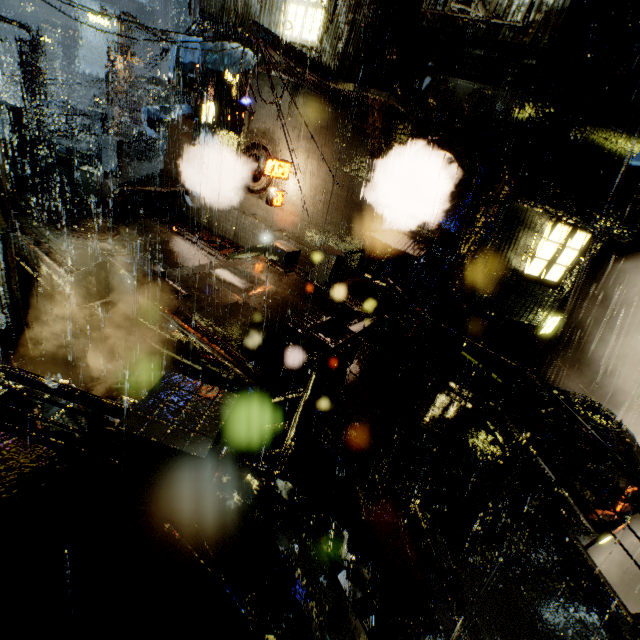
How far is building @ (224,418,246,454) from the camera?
8.88m

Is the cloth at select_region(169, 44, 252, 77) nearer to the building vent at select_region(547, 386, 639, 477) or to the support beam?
the support beam

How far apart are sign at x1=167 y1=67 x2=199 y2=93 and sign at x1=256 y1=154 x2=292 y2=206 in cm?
682

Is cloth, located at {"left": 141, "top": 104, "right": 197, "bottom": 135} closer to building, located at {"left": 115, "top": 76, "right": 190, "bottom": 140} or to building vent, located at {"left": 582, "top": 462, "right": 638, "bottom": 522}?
building, located at {"left": 115, "top": 76, "right": 190, "bottom": 140}

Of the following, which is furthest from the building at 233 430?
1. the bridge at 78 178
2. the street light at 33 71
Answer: the street light at 33 71

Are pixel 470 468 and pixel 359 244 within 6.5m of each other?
no

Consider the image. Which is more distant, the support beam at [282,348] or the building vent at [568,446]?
the building vent at [568,446]

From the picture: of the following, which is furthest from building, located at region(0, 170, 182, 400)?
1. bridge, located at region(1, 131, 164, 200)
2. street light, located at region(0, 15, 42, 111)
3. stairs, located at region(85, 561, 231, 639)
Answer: stairs, located at region(85, 561, 231, 639)
